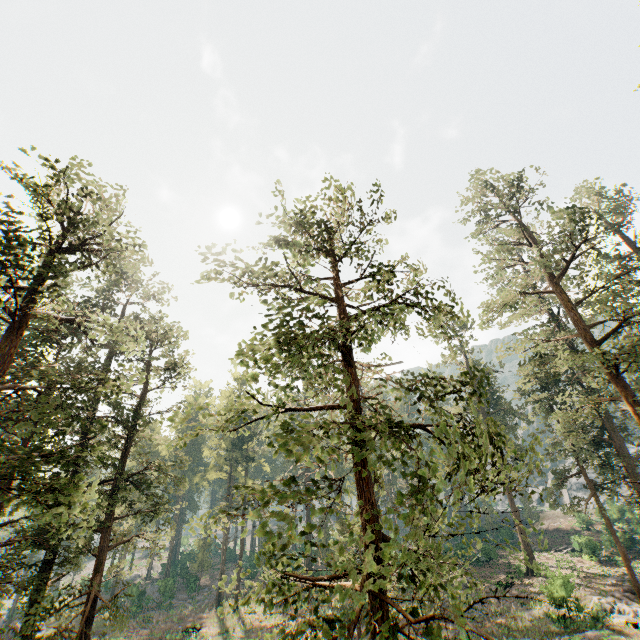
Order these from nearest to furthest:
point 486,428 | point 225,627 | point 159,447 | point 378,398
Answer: point 378,398 < point 225,627 < point 486,428 < point 159,447
